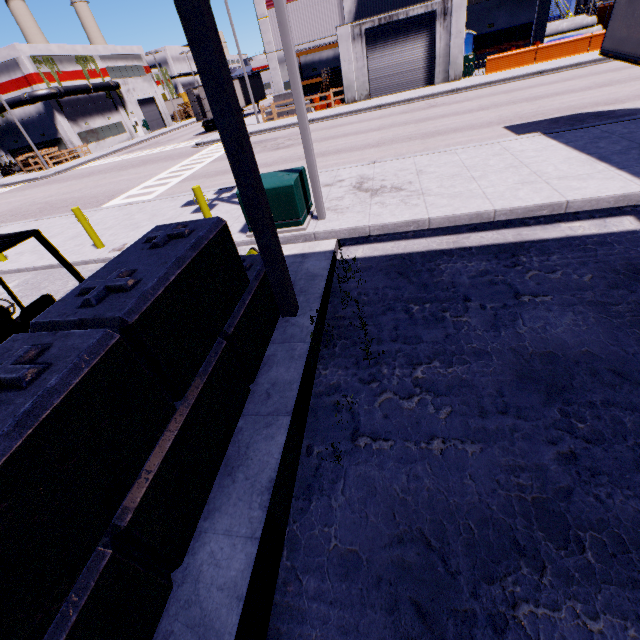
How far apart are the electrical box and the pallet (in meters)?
25.30

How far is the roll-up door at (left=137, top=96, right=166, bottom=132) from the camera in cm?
5128

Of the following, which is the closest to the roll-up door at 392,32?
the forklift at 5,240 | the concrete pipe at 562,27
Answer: the concrete pipe at 562,27

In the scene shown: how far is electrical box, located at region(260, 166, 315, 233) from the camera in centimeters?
699cm

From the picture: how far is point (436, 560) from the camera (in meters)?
2.97

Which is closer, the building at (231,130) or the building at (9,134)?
the building at (231,130)

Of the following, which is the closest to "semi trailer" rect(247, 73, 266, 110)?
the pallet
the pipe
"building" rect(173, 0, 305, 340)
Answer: "building" rect(173, 0, 305, 340)

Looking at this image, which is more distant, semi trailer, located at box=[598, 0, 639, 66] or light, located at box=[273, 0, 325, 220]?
semi trailer, located at box=[598, 0, 639, 66]
